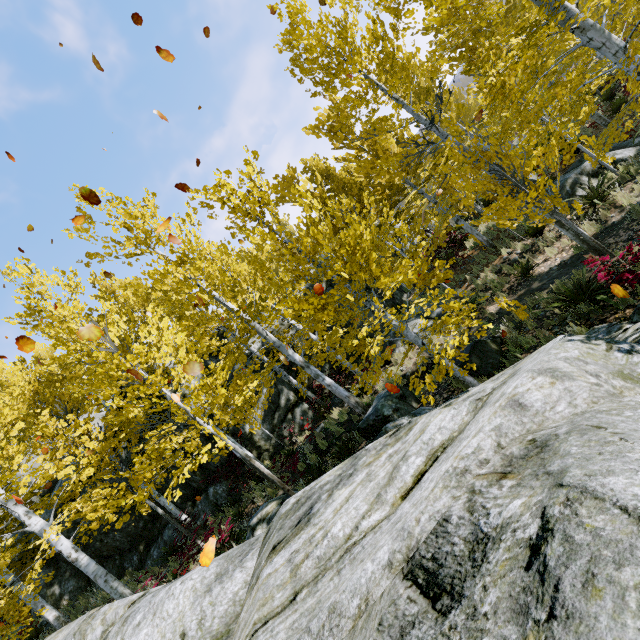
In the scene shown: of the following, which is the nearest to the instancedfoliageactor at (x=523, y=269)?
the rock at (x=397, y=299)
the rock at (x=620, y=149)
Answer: the rock at (x=397, y=299)

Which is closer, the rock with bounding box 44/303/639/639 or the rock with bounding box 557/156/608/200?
the rock with bounding box 44/303/639/639

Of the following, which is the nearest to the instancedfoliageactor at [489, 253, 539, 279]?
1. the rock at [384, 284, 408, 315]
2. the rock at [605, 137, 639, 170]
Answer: the rock at [384, 284, 408, 315]

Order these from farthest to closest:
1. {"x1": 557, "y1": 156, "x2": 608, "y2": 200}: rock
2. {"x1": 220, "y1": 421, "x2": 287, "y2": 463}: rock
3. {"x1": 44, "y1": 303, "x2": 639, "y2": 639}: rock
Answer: {"x1": 220, "y1": 421, "x2": 287, "y2": 463}: rock → {"x1": 557, "y1": 156, "x2": 608, "y2": 200}: rock → {"x1": 44, "y1": 303, "x2": 639, "y2": 639}: rock

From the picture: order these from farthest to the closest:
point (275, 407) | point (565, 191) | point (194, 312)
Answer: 1. point (194, 312)
2. point (275, 407)
3. point (565, 191)

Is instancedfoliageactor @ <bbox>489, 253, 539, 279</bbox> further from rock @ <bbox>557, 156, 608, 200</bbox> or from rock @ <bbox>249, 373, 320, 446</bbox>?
rock @ <bbox>557, 156, 608, 200</bbox>

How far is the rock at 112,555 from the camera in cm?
1237
